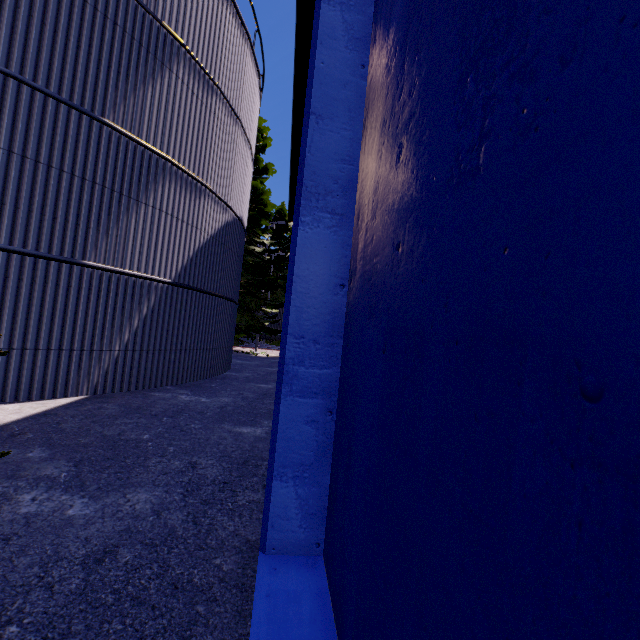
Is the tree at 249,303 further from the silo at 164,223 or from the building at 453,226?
the building at 453,226

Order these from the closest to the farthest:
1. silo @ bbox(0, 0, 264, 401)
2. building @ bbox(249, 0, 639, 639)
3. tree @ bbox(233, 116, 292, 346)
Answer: building @ bbox(249, 0, 639, 639) → silo @ bbox(0, 0, 264, 401) → tree @ bbox(233, 116, 292, 346)

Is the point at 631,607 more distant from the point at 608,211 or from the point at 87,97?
the point at 87,97

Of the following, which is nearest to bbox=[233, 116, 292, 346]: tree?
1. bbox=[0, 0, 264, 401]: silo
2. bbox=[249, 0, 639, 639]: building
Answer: bbox=[0, 0, 264, 401]: silo

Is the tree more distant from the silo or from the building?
the building

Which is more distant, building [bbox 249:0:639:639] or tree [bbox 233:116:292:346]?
tree [bbox 233:116:292:346]

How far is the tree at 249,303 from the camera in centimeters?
1928cm

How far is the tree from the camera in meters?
19.3
